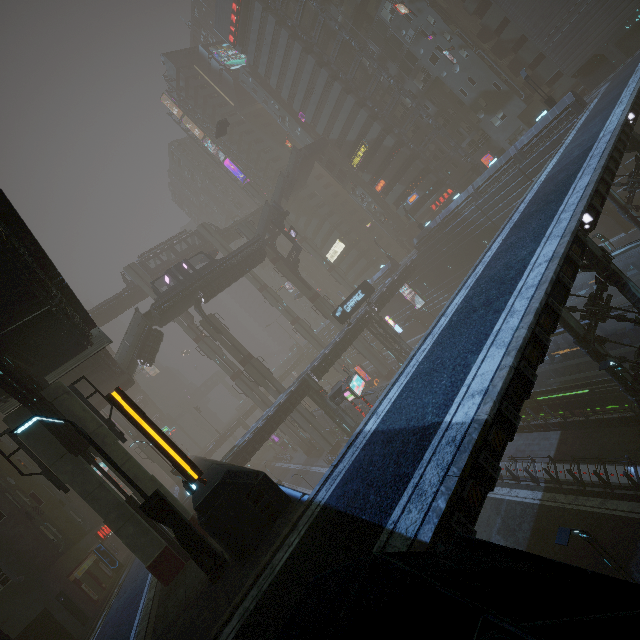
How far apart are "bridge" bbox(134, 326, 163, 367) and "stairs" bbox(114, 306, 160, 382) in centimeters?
0cm

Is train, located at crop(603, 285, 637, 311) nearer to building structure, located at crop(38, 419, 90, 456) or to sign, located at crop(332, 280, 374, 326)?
sign, located at crop(332, 280, 374, 326)

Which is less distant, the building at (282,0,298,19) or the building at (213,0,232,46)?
the building at (282,0,298,19)

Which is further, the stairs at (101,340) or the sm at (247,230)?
the sm at (247,230)

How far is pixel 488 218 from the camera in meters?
39.9 m

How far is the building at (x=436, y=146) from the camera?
50.0 meters

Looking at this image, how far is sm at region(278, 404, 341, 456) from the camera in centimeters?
4553cm

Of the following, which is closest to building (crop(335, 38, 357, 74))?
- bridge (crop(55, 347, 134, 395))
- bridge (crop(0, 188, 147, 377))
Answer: bridge (crop(55, 347, 134, 395))
